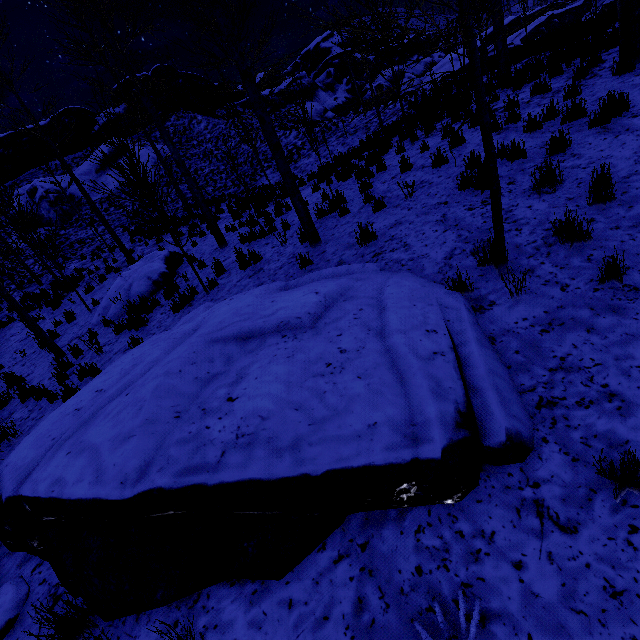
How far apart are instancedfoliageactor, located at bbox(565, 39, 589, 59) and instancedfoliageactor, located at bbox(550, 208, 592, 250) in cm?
902

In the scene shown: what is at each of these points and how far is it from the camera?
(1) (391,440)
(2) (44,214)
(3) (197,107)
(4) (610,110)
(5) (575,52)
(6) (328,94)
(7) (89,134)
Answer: (1) rock, 2.29m
(2) rock, 23.44m
(3) rock, 35.28m
(4) instancedfoliageactor, 5.28m
(5) instancedfoliageactor, 8.59m
(6) rock, 46.62m
(7) rock, 31.08m

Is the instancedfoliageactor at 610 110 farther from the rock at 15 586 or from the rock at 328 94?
the rock at 328 94

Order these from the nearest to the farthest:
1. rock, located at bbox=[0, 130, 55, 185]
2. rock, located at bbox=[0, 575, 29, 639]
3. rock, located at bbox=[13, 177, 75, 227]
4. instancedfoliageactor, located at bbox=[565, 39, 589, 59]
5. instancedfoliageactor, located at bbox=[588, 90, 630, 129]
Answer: rock, located at bbox=[0, 575, 29, 639]
instancedfoliageactor, located at bbox=[588, 90, 630, 129]
instancedfoliageactor, located at bbox=[565, 39, 589, 59]
rock, located at bbox=[13, 177, 75, 227]
rock, located at bbox=[0, 130, 55, 185]

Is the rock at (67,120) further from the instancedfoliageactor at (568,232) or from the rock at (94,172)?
the instancedfoliageactor at (568,232)

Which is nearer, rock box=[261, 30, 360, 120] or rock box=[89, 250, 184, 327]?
rock box=[89, 250, 184, 327]

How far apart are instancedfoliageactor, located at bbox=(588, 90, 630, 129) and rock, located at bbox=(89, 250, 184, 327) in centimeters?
988cm

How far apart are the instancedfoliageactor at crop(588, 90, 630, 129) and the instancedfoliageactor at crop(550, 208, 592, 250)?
2.9 meters
